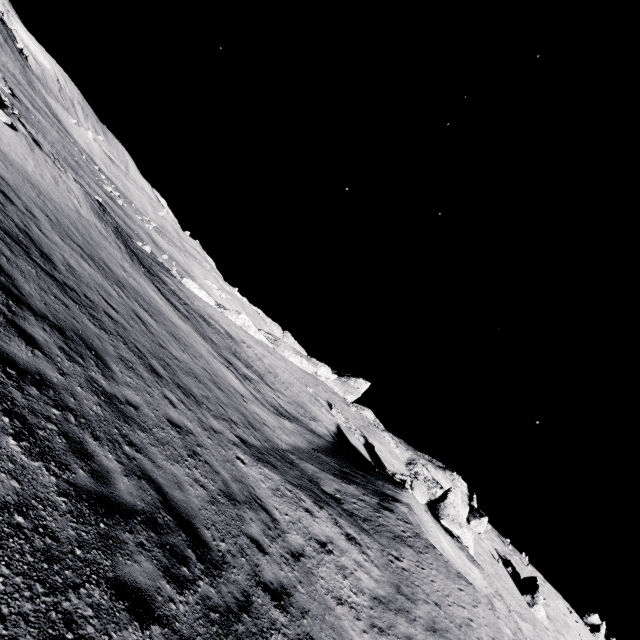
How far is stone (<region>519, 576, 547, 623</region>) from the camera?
35.3 meters

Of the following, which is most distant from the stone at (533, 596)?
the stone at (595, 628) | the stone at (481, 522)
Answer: the stone at (595, 628)

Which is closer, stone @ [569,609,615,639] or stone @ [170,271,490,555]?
stone @ [170,271,490,555]

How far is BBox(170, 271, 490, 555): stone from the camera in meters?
25.1 m

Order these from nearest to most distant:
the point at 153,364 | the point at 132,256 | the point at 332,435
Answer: the point at 153,364, the point at 132,256, the point at 332,435

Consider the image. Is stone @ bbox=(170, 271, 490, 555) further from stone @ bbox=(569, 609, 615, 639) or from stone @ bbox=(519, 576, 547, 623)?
stone @ bbox=(569, 609, 615, 639)

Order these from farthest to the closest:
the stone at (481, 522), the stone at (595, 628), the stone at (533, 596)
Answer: the stone at (595, 628), the stone at (533, 596), the stone at (481, 522)

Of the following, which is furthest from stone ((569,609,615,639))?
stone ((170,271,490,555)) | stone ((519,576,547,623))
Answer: stone ((170,271,490,555))
